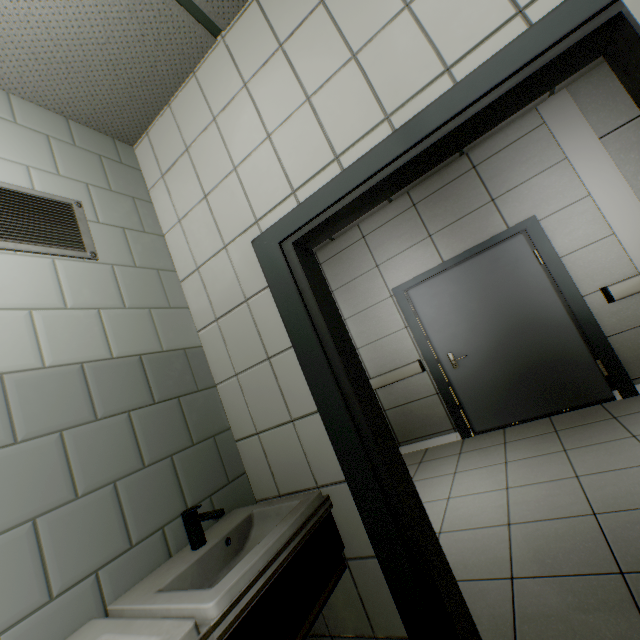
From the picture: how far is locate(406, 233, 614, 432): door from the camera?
3.60m

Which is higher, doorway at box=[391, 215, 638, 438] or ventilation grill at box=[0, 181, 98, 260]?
ventilation grill at box=[0, 181, 98, 260]

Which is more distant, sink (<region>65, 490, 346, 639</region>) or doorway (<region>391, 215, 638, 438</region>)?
doorway (<region>391, 215, 638, 438</region>)

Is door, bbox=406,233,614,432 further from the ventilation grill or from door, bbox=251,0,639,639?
the ventilation grill

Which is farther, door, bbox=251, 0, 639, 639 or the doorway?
the doorway

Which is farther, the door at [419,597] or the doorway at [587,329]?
the doorway at [587,329]

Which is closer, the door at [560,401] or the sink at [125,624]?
the sink at [125,624]

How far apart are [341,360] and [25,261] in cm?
140
